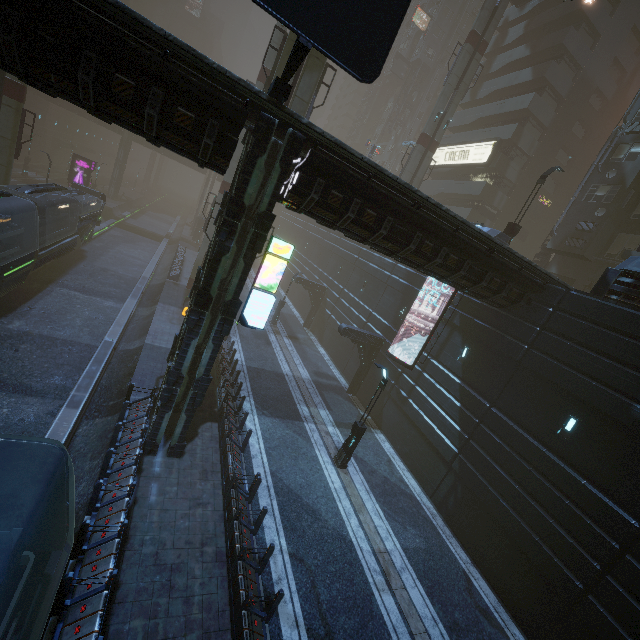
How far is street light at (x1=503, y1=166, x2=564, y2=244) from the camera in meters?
19.0

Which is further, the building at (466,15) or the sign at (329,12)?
the building at (466,15)

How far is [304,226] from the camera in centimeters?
4538cm

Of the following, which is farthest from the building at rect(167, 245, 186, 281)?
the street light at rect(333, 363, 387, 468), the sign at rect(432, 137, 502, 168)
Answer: the street light at rect(333, 363, 387, 468)

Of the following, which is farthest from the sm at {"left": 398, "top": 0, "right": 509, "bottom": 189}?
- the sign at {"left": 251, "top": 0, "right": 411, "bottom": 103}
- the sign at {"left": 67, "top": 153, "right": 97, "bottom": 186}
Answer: the sign at {"left": 67, "top": 153, "right": 97, "bottom": 186}

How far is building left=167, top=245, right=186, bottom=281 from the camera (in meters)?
29.95

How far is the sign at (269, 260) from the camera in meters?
10.4 m

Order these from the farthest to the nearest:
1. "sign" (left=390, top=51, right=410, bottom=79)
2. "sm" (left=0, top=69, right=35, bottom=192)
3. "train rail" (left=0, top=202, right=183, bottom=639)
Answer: "sign" (left=390, top=51, right=410, bottom=79)
"sm" (left=0, top=69, right=35, bottom=192)
"train rail" (left=0, top=202, right=183, bottom=639)
